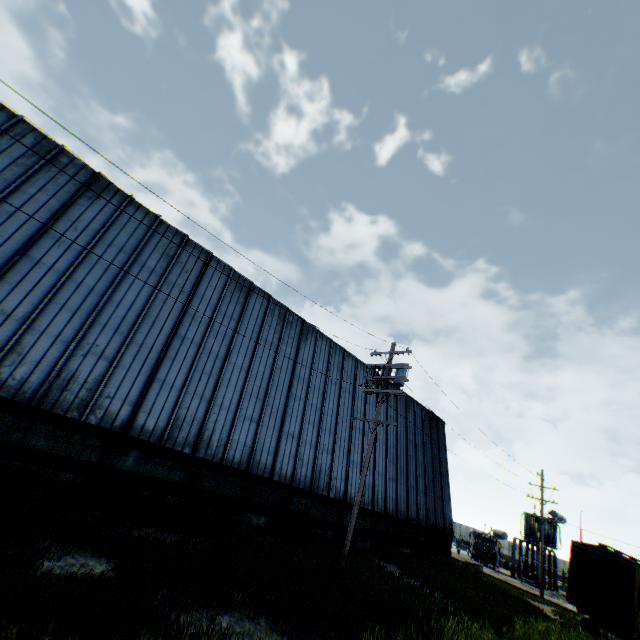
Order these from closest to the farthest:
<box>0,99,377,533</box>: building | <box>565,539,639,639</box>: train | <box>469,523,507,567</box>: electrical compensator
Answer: <box>0,99,377,533</box>: building → <box>565,539,639,639</box>: train → <box>469,523,507,567</box>: electrical compensator

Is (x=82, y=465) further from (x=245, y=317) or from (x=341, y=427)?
(x=341, y=427)

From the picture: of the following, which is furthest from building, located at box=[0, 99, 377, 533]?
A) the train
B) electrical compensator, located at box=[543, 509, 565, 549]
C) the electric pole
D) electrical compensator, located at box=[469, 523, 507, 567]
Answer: electrical compensator, located at box=[543, 509, 565, 549]

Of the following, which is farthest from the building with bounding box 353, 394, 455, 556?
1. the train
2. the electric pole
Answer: the train

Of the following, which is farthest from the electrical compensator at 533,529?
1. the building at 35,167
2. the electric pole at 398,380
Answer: the electric pole at 398,380

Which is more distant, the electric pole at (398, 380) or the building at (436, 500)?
the building at (436, 500)

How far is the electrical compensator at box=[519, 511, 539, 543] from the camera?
35.7 meters

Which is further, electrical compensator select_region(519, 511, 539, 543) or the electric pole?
electrical compensator select_region(519, 511, 539, 543)
